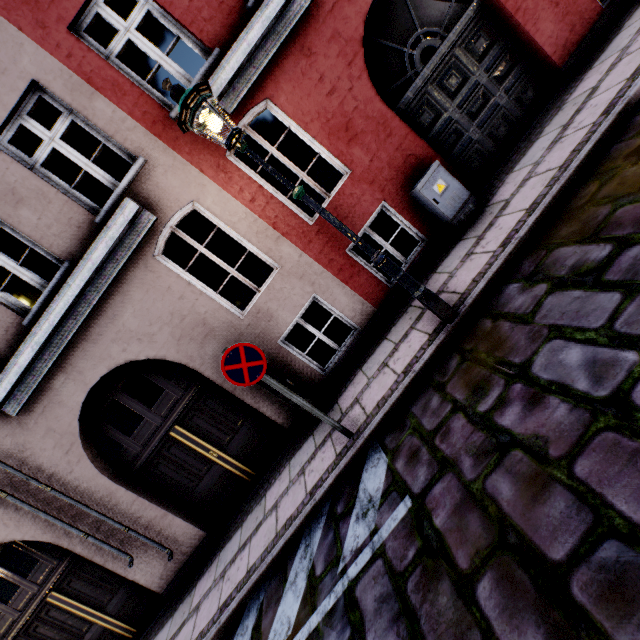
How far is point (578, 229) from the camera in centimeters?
320cm

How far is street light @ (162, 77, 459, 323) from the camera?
3.1m

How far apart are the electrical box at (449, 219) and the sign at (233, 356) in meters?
3.6 m

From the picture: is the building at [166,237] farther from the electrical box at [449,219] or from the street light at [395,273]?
the street light at [395,273]

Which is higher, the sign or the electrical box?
the sign

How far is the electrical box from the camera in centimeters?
514cm

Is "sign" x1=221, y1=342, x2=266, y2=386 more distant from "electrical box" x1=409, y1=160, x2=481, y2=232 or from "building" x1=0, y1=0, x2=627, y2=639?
"electrical box" x1=409, y1=160, x2=481, y2=232

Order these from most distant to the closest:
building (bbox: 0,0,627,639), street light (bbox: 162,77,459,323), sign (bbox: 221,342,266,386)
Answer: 1. building (bbox: 0,0,627,639)
2. sign (bbox: 221,342,266,386)
3. street light (bbox: 162,77,459,323)
